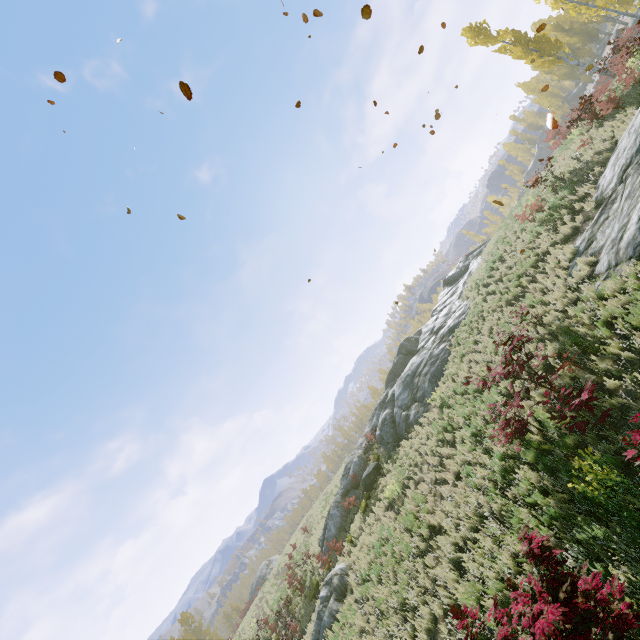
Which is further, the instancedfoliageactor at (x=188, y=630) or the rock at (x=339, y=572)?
the instancedfoliageactor at (x=188, y=630)

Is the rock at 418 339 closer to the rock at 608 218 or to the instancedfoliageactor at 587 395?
the rock at 608 218

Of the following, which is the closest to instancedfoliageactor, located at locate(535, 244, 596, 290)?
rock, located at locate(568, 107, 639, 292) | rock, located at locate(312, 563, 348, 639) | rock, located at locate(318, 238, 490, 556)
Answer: rock, located at locate(568, 107, 639, 292)

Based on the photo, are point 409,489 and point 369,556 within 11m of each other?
yes

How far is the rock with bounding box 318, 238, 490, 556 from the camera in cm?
1877

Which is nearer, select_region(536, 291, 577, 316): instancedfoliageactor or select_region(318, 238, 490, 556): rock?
select_region(536, 291, 577, 316): instancedfoliageactor

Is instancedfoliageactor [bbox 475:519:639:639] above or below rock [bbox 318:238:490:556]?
below

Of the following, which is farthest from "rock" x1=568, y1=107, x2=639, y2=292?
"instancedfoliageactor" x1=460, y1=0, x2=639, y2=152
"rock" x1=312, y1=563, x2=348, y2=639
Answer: "rock" x1=312, y1=563, x2=348, y2=639
